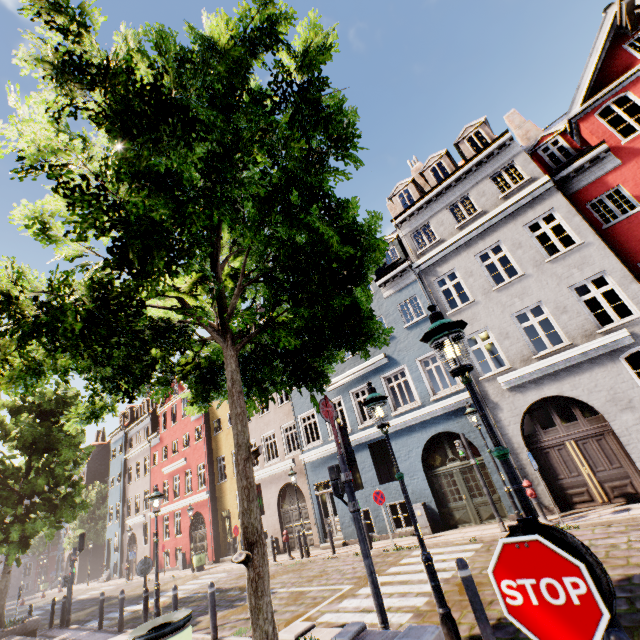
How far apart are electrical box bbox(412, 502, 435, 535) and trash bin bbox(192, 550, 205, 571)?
15.0 meters

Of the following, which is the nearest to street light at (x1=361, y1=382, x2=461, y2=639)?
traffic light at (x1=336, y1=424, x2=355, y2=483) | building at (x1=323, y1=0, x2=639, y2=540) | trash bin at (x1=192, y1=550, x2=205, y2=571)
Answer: traffic light at (x1=336, y1=424, x2=355, y2=483)

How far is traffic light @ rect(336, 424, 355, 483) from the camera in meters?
6.1

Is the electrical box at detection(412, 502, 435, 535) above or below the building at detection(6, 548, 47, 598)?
below

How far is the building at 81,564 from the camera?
37.3 meters

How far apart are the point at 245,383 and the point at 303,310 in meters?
2.5 m

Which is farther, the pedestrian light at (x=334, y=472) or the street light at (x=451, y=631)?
the pedestrian light at (x=334, y=472)

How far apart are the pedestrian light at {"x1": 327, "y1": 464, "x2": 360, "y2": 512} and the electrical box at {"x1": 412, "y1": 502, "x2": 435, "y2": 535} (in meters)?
8.24
